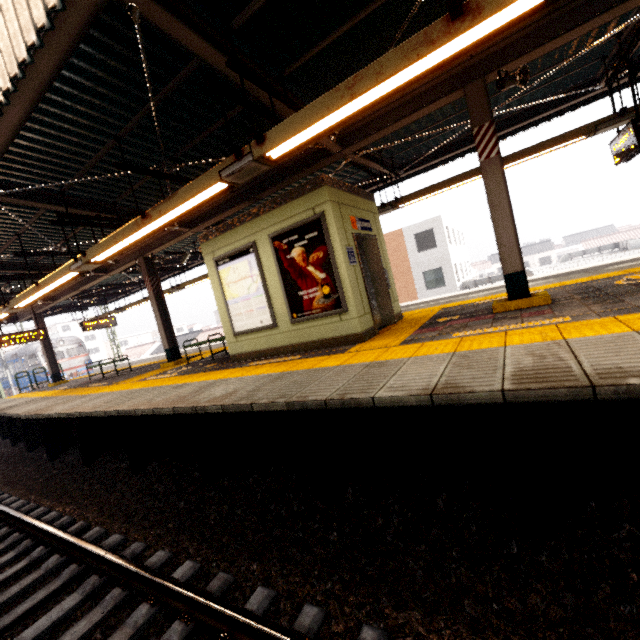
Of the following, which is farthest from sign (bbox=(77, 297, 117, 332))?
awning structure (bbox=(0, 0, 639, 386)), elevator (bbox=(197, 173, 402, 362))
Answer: elevator (bbox=(197, 173, 402, 362))

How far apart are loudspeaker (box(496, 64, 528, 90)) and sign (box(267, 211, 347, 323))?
3.2 meters

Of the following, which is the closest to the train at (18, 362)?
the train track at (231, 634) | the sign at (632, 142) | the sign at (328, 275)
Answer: the train track at (231, 634)

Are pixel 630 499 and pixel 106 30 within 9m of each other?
yes

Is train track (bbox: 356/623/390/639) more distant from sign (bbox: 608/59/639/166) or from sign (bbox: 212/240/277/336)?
sign (bbox: 608/59/639/166)

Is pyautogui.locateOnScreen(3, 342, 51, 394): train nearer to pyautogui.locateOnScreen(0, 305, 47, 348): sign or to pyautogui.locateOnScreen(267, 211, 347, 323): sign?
pyautogui.locateOnScreen(0, 305, 47, 348): sign

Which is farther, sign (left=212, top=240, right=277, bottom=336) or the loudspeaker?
sign (left=212, top=240, right=277, bottom=336)

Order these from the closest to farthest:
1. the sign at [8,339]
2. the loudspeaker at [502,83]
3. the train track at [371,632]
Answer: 1. the train track at [371,632]
2. the loudspeaker at [502,83]
3. the sign at [8,339]
